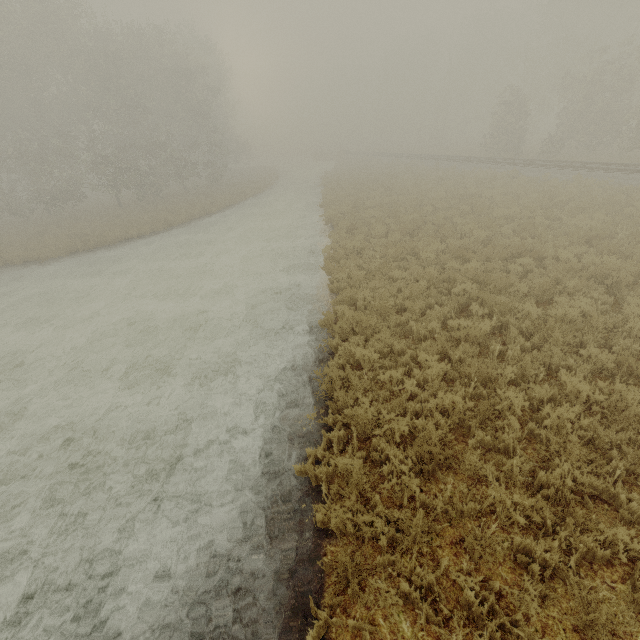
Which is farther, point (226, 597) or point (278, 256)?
point (278, 256)
